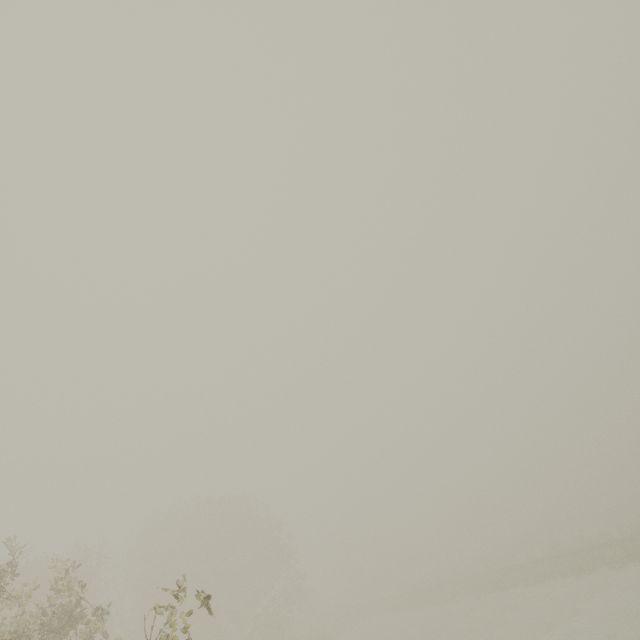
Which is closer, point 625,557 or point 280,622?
point 625,557
